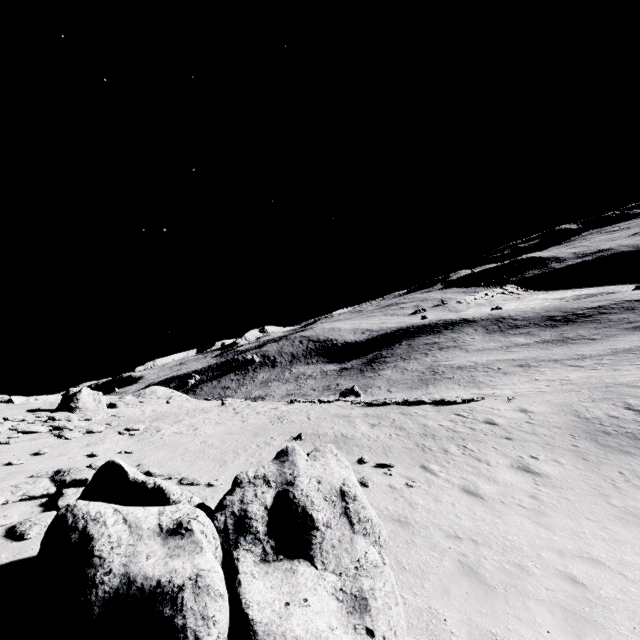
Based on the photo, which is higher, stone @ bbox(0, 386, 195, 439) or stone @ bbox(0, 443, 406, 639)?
stone @ bbox(0, 386, 195, 439)

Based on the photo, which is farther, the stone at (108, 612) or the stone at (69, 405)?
the stone at (69, 405)

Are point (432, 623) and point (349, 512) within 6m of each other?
yes

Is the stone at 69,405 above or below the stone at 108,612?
above

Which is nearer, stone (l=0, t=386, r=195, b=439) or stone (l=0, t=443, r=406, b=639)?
stone (l=0, t=443, r=406, b=639)
